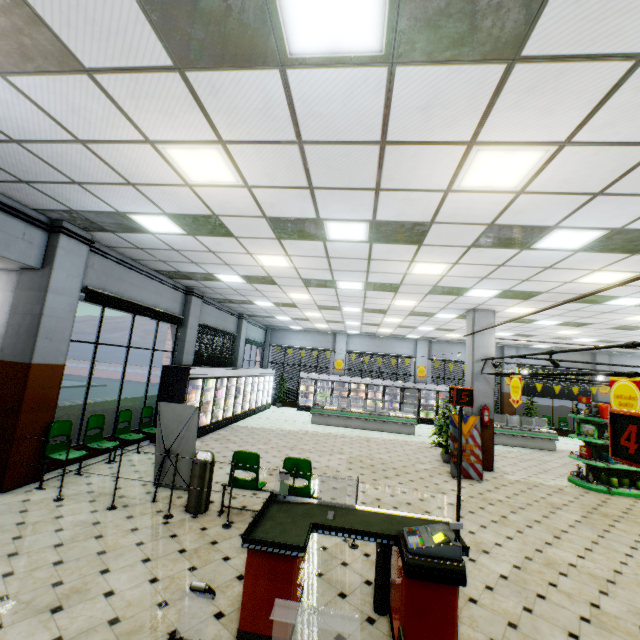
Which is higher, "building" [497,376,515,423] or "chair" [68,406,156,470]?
"building" [497,376,515,423]

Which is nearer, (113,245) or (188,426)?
(188,426)

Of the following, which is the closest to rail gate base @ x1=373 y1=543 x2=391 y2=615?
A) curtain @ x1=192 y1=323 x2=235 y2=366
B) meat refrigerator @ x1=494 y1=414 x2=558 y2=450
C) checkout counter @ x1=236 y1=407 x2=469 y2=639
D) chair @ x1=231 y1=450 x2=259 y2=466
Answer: checkout counter @ x1=236 y1=407 x2=469 y2=639

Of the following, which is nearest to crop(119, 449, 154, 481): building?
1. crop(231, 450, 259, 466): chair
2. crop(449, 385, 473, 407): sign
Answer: crop(231, 450, 259, 466): chair

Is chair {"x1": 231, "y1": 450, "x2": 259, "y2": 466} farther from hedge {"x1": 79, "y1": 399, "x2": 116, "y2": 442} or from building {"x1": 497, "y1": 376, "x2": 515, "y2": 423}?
hedge {"x1": 79, "y1": 399, "x2": 116, "y2": 442}

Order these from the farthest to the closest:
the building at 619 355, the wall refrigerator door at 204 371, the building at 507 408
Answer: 1. the building at 507 408
2. the building at 619 355
3. the wall refrigerator door at 204 371

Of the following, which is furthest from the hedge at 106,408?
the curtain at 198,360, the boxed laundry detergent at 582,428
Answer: the boxed laundry detergent at 582,428

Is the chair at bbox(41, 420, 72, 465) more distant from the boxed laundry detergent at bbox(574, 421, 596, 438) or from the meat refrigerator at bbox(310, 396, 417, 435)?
the boxed laundry detergent at bbox(574, 421, 596, 438)
